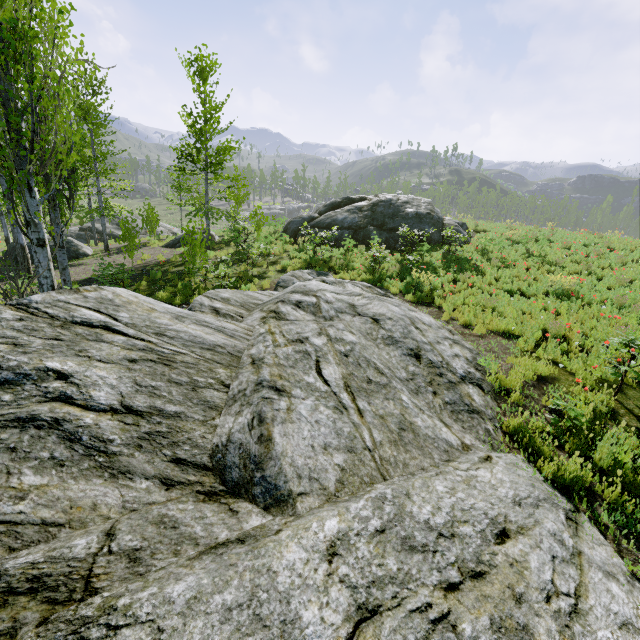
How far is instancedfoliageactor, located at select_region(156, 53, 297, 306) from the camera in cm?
1130

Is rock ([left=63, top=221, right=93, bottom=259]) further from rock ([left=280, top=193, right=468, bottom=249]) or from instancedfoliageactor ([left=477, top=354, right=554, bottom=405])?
rock ([left=280, top=193, right=468, bottom=249])

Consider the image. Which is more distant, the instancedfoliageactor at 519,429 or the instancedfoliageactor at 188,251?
the instancedfoliageactor at 188,251

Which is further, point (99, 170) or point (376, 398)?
point (99, 170)

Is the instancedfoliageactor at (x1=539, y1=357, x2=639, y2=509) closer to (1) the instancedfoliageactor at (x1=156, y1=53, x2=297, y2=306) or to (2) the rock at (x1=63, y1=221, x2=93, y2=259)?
(1) the instancedfoliageactor at (x1=156, y1=53, x2=297, y2=306)

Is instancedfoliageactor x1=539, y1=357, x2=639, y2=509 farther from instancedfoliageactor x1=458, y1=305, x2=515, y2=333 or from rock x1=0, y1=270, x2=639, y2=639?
instancedfoliageactor x1=458, y1=305, x2=515, y2=333

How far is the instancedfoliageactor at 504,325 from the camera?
8.4m

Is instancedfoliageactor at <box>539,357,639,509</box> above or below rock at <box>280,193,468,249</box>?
below
